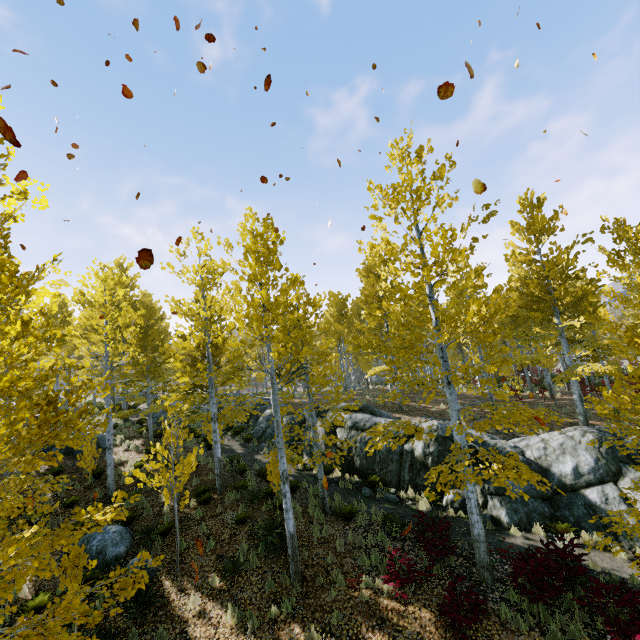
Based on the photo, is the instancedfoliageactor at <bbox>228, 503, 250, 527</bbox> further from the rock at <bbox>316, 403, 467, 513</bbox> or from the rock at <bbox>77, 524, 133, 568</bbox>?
the rock at <bbox>77, 524, 133, 568</bbox>

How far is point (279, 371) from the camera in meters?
10.4

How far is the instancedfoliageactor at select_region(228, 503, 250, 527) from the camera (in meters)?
10.99

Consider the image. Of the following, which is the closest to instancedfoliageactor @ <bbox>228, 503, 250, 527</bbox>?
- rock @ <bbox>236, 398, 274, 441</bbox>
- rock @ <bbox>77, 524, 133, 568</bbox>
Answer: rock @ <bbox>236, 398, 274, 441</bbox>

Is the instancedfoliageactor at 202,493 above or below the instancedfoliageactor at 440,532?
above

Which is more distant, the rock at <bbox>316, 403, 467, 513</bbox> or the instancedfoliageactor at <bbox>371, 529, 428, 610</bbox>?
the rock at <bbox>316, 403, 467, 513</bbox>

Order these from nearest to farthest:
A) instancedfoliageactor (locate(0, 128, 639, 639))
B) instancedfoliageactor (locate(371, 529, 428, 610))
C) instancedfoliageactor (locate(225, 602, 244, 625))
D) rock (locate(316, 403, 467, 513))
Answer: instancedfoliageactor (locate(0, 128, 639, 639)) → instancedfoliageactor (locate(371, 529, 428, 610)) → instancedfoliageactor (locate(225, 602, 244, 625)) → rock (locate(316, 403, 467, 513))

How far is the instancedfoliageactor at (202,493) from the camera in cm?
1121
